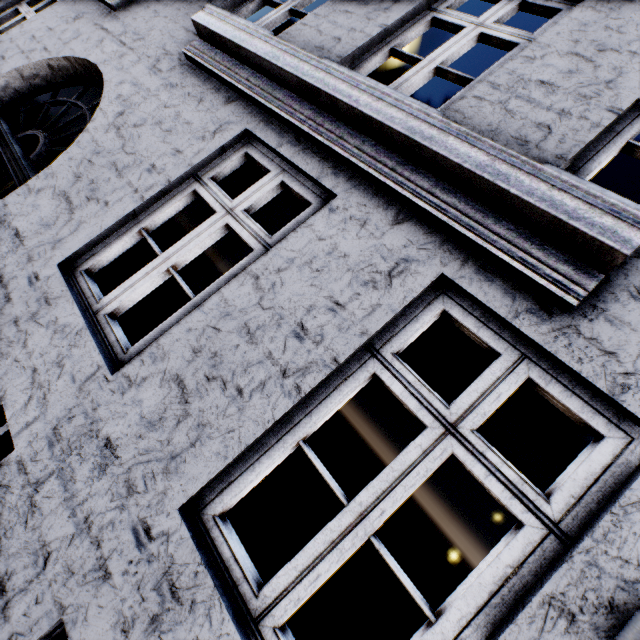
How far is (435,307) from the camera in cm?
174
